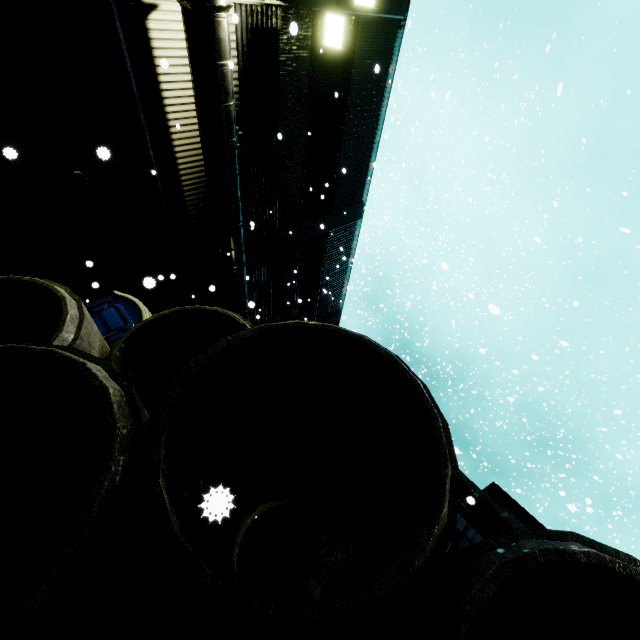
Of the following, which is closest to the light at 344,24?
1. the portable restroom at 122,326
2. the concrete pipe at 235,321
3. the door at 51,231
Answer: the door at 51,231

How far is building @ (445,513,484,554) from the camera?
8.0m

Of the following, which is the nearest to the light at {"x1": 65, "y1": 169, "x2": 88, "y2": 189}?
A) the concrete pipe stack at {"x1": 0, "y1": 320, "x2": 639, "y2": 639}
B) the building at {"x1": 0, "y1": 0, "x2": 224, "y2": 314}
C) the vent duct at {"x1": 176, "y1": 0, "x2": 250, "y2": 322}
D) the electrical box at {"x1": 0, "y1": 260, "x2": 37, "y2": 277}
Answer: the building at {"x1": 0, "y1": 0, "x2": 224, "y2": 314}

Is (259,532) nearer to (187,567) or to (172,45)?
(187,567)

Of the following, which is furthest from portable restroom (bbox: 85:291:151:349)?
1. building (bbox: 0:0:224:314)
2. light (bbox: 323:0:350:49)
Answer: light (bbox: 323:0:350:49)

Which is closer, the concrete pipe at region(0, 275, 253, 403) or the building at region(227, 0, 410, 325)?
the concrete pipe at region(0, 275, 253, 403)

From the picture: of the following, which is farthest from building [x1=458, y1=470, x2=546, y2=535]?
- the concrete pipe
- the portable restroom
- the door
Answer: the concrete pipe

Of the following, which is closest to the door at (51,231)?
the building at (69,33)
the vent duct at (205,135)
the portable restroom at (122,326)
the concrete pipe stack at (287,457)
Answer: the building at (69,33)
